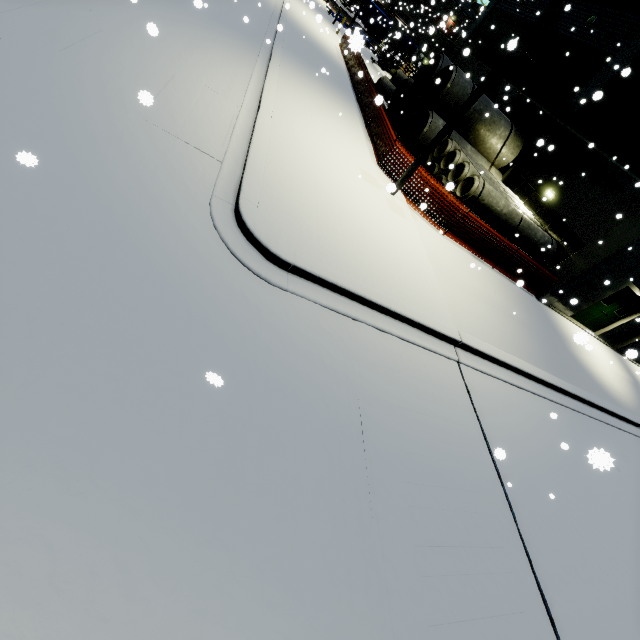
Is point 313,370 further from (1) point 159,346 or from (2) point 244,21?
(2) point 244,21

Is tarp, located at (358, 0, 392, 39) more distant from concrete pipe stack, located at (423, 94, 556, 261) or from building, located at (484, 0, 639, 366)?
concrete pipe stack, located at (423, 94, 556, 261)

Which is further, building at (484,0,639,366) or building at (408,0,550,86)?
building at (408,0,550,86)

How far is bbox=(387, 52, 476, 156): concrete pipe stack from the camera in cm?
1463

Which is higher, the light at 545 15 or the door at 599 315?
the light at 545 15

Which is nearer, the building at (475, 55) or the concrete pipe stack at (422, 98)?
the concrete pipe stack at (422, 98)

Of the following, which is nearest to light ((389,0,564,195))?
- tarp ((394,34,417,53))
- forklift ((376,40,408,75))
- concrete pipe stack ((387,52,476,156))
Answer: concrete pipe stack ((387,52,476,156))

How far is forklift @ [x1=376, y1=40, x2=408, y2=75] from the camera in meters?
30.8 m
